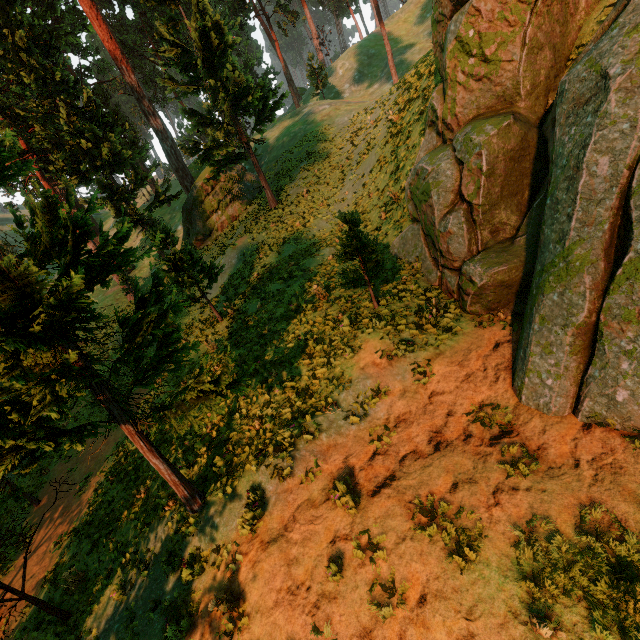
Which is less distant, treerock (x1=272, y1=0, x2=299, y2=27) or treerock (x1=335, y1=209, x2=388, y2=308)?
treerock (x1=335, y1=209, x2=388, y2=308)

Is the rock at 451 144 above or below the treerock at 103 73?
below

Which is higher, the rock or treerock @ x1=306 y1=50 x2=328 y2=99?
treerock @ x1=306 y1=50 x2=328 y2=99

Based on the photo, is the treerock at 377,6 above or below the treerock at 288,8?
below

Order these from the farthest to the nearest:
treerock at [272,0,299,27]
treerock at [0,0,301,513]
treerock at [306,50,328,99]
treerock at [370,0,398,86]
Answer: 1. treerock at [306,50,328,99]
2. treerock at [272,0,299,27]
3. treerock at [370,0,398,86]
4. treerock at [0,0,301,513]

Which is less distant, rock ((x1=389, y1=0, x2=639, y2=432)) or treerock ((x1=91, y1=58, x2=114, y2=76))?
rock ((x1=389, y1=0, x2=639, y2=432))

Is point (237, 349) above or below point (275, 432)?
above
